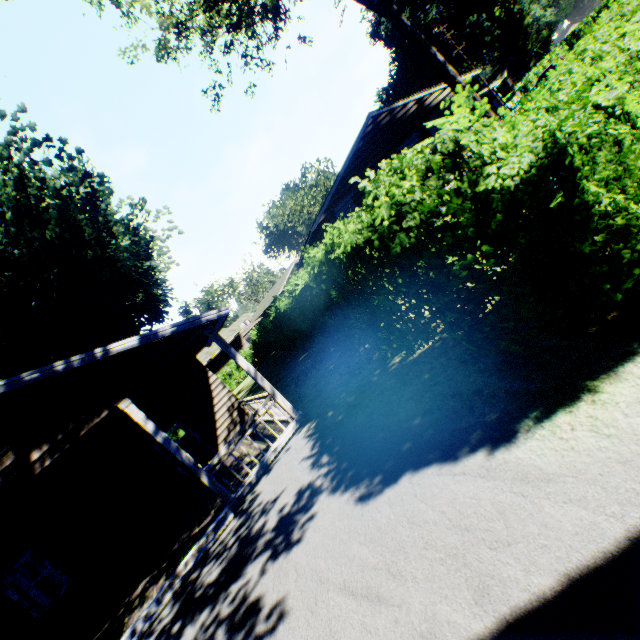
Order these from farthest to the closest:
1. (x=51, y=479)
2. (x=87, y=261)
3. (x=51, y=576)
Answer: (x=87, y=261), (x=51, y=576), (x=51, y=479)

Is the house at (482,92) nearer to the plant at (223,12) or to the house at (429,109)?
the house at (429,109)

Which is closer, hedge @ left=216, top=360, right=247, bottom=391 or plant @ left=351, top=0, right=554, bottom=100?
plant @ left=351, top=0, right=554, bottom=100

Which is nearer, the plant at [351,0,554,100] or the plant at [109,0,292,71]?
the plant at [109,0,292,71]

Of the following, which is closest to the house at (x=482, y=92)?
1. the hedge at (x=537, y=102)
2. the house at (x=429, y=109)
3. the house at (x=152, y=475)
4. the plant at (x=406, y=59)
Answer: the plant at (x=406, y=59)

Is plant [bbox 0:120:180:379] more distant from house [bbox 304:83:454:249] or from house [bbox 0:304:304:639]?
house [bbox 304:83:454:249]

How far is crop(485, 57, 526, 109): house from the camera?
51.5 meters

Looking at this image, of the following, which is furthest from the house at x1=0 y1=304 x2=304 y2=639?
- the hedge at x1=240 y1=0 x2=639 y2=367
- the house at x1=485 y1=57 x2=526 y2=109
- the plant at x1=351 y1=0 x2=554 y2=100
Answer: the house at x1=485 y1=57 x2=526 y2=109
